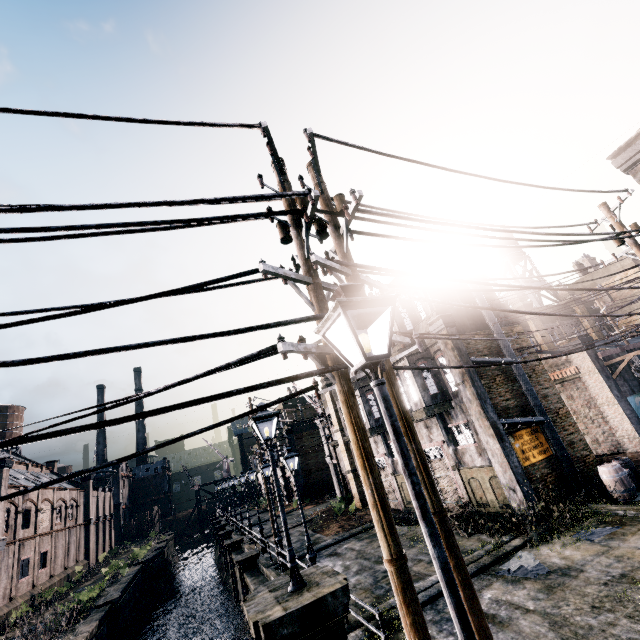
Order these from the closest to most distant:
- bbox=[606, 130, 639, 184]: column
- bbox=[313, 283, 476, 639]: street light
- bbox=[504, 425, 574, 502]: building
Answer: bbox=[313, 283, 476, 639]: street light < bbox=[606, 130, 639, 184]: column < bbox=[504, 425, 574, 502]: building

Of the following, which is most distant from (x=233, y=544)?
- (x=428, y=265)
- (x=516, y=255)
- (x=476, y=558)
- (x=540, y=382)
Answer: (x=516, y=255)

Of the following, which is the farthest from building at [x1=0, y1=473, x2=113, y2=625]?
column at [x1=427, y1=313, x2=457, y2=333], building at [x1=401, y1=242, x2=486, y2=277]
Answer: column at [x1=427, y1=313, x2=457, y2=333]

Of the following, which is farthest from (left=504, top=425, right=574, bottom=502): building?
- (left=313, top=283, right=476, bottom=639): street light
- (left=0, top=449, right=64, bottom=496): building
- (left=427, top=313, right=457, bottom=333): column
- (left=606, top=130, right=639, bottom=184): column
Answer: (left=0, top=449, right=64, bottom=496): building

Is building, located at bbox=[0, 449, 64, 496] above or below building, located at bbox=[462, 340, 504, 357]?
above

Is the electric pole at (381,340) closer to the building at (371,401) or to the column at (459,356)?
the column at (459,356)

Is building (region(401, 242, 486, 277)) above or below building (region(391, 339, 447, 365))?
above

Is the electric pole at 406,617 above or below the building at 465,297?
below
